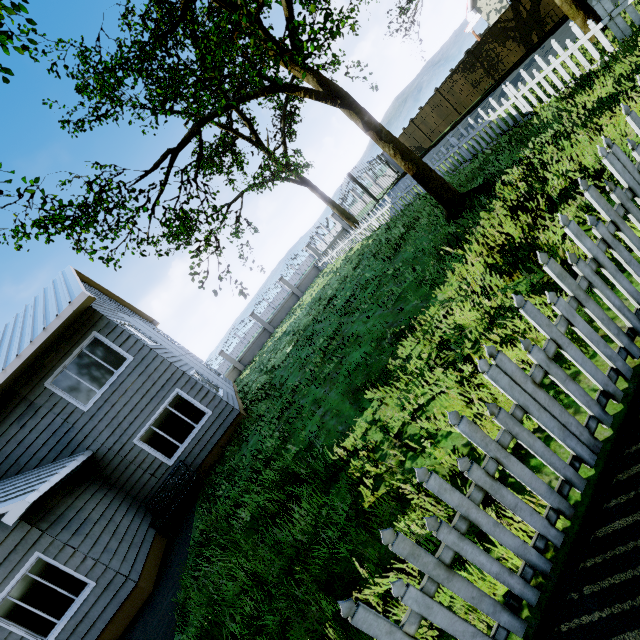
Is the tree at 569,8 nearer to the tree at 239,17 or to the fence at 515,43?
the tree at 239,17

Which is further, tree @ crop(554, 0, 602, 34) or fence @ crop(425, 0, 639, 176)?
tree @ crop(554, 0, 602, 34)

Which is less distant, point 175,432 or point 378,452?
point 378,452

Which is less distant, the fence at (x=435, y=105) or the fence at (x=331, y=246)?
the fence at (x=331, y=246)

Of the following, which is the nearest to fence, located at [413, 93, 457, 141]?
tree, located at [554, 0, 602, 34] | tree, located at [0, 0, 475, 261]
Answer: tree, located at [0, 0, 475, 261]

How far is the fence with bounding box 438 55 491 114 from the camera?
18.4m

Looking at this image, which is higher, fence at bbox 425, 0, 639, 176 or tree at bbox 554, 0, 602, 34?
tree at bbox 554, 0, 602, 34
